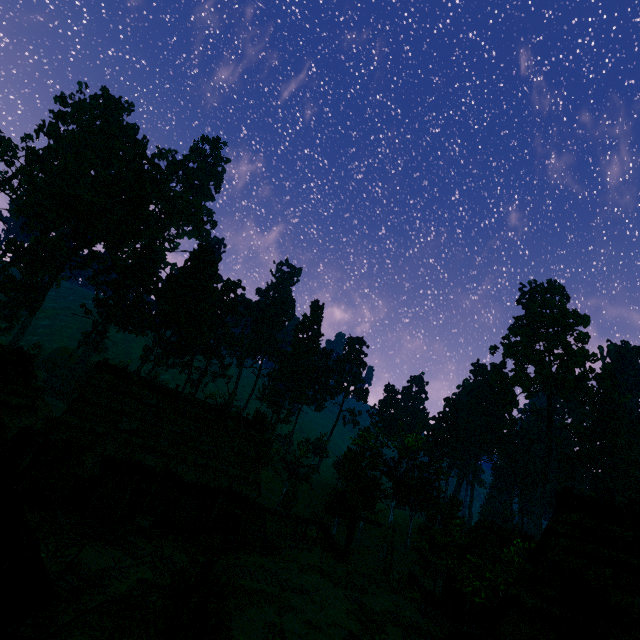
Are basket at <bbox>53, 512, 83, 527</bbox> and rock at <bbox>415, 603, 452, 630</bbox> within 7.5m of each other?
no

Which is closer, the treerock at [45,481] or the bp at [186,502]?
the treerock at [45,481]

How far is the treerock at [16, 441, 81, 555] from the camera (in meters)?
3.95

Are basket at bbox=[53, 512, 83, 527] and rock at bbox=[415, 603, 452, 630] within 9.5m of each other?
no

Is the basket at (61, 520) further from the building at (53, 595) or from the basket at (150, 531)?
the basket at (150, 531)

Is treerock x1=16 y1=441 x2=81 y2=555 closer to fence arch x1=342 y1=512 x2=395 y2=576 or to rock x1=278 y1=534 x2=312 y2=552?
fence arch x1=342 y1=512 x2=395 y2=576

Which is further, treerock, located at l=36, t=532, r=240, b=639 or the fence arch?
the fence arch

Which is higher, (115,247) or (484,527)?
(115,247)
